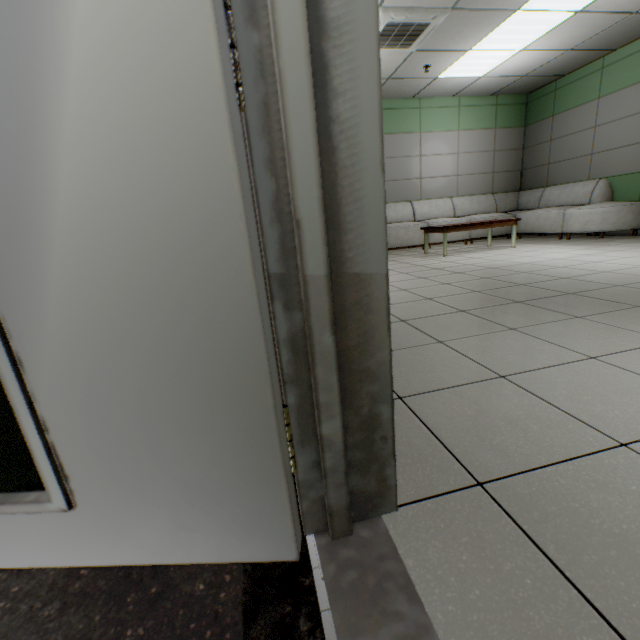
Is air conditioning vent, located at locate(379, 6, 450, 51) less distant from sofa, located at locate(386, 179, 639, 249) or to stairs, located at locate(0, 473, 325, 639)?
sofa, located at locate(386, 179, 639, 249)

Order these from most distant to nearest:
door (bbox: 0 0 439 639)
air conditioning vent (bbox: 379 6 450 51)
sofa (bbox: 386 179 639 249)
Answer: sofa (bbox: 386 179 639 249) < air conditioning vent (bbox: 379 6 450 51) < door (bbox: 0 0 439 639)

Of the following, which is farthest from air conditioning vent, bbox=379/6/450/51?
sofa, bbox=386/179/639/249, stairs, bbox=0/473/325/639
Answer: stairs, bbox=0/473/325/639

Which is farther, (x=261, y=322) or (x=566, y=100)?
(x=566, y=100)

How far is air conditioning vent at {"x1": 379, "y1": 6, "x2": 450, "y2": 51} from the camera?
4.1m

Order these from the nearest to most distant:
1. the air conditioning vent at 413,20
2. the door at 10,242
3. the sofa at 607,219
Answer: the door at 10,242 < the air conditioning vent at 413,20 < the sofa at 607,219

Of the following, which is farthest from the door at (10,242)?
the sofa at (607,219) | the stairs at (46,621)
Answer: the sofa at (607,219)

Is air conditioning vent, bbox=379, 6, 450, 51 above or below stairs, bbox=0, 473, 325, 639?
above
